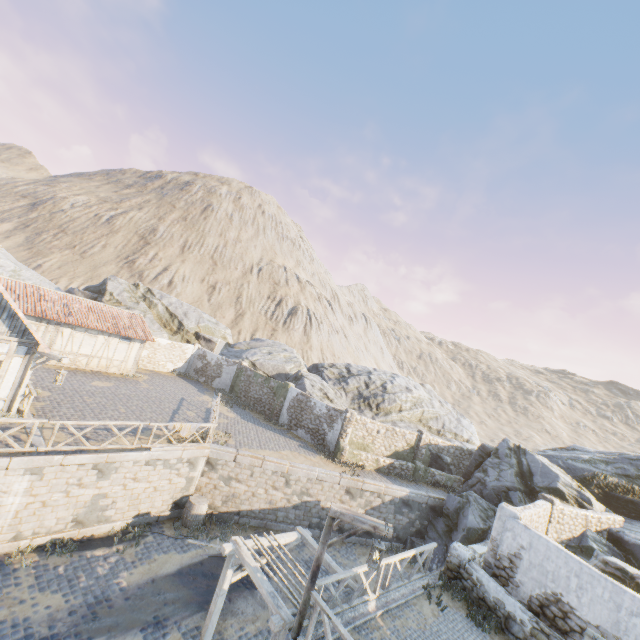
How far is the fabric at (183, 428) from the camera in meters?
14.5

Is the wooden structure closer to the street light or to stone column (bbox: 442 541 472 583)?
the street light

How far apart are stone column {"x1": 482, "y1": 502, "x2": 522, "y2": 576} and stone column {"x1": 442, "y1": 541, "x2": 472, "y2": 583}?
0.32m

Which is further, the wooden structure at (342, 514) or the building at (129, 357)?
the building at (129, 357)

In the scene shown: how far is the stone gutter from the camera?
8.2 meters

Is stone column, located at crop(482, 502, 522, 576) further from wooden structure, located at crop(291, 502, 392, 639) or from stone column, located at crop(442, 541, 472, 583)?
wooden structure, located at crop(291, 502, 392, 639)

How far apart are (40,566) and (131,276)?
49.7 meters

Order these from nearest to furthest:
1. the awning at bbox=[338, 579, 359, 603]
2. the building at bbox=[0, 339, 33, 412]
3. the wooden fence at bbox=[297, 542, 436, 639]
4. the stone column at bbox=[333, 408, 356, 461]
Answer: the wooden fence at bbox=[297, 542, 436, 639], the awning at bbox=[338, 579, 359, 603], the building at bbox=[0, 339, 33, 412], the stone column at bbox=[333, 408, 356, 461]
